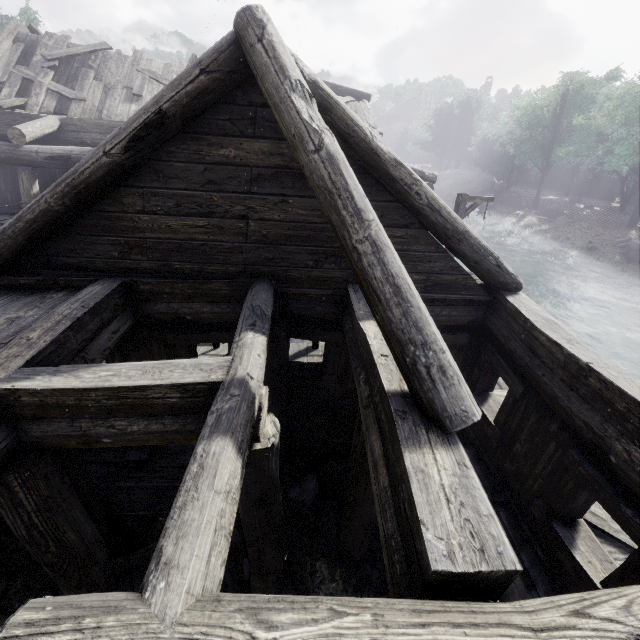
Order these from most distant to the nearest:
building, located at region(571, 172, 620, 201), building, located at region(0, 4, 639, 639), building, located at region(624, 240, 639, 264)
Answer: building, located at region(571, 172, 620, 201)
building, located at region(624, 240, 639, 264)
building, located at region(0, 4, 639, 639)

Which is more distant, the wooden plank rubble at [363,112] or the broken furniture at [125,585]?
the wooden plank rubble at [363,112]

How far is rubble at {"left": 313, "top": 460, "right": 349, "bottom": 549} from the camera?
6.33m

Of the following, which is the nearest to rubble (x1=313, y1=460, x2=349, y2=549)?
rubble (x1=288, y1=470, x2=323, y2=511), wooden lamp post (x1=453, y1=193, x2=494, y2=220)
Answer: rubble (x1=288, y1=470, x2=323, y2=511)

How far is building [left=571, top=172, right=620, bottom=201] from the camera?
40.5 meters

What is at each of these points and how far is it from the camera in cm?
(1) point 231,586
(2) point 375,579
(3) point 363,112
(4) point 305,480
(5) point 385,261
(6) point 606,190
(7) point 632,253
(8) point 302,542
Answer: (1) broken furniture, 516
(2) rubble, 591
(3) wooden plank rubble, 1476
(4) rubble, 727
(5) building, 279
(6) building, 4178
(7) building, 2220
(8) broken furniture, 614

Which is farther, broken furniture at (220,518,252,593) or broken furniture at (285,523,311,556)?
broken furniture at (285,523,311,556)

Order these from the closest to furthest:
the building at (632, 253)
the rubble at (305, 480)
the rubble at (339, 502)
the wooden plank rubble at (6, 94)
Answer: the rubble at (339, 502) → the rubble at (305, 480) → the wooden plank rubble at (6, 94) → the building at (632, 253)
